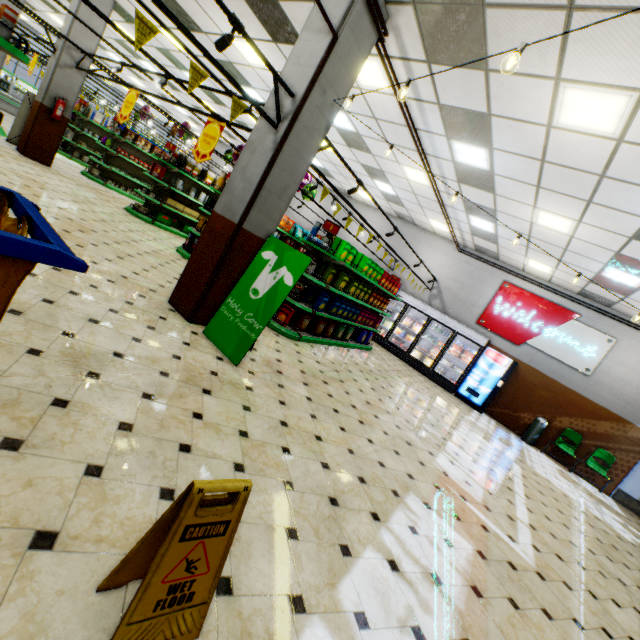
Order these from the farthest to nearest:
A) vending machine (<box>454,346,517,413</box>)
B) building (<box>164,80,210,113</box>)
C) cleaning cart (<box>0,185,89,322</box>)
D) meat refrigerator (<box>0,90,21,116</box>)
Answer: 1. meat refrigerator (<box>0,90,21,116</box>)
2. building (<box>164,80,210,113</box>)
3. vending machine (<box>454,346,517,413</box>)
4. cleaning cart (<box>0,185,89,322</box>)

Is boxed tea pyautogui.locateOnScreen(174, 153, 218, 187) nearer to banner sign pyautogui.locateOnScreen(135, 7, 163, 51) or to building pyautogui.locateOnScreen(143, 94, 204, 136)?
building pyautogui.locateOnScreen(143, 94, 204, 136)

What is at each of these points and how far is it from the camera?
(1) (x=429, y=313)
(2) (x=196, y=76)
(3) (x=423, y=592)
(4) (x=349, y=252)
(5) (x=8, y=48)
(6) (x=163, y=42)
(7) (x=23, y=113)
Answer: (1) wall refrigerator door, 12.0m
(2) banner sign, 3.3m
(3) building, 2.4m
(4) boxed food, 6.9m
(5) shelf, 2.3m
(6) building, 9.8m
(7) sign, 9.7m

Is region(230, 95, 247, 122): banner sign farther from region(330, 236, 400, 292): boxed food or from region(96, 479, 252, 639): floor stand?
region(96, 479, 252, 639): floor stand

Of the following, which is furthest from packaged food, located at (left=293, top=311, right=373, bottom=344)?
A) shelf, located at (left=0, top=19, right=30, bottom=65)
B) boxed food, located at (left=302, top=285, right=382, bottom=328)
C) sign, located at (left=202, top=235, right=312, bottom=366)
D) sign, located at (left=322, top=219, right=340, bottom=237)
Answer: shelf, located at (left=0, top=19, right=30, bottom=65)

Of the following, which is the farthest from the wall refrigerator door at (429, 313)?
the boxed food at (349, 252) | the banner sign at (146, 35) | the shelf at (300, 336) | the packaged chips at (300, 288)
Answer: the banner sign at (146, 35)

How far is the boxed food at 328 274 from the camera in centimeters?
686cm

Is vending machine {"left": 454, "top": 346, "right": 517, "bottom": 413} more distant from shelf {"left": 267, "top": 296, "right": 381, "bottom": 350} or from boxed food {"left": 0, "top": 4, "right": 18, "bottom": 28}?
boxed food {"left": 0, "top": 4, "right": 18, "bottom": 28}
